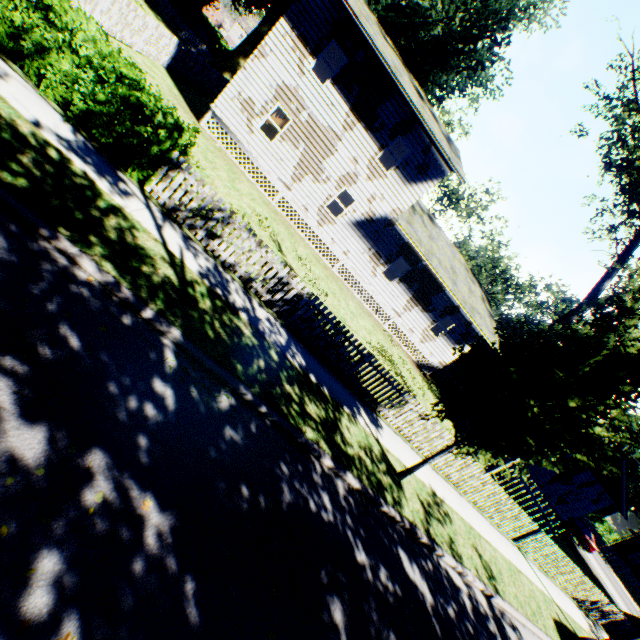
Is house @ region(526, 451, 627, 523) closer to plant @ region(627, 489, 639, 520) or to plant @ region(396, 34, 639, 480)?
plant @ region(396, 34, 639, 480)

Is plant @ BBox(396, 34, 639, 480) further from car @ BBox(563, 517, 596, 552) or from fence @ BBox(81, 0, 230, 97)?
car @ BBox(563, 517, 596, 552)

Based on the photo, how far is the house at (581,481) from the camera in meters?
Result: 22.4

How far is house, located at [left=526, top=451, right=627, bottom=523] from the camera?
22.4 meters

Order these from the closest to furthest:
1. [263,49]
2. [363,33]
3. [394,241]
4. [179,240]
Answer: [179,240] < [363,33] < [263,49] < [394,241]

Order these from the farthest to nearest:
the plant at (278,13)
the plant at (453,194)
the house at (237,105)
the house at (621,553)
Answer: the plant at (453,194) → the house at (621,553) → the plant at (278,13) → the house at (237,105)

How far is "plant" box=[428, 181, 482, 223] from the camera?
51.83m

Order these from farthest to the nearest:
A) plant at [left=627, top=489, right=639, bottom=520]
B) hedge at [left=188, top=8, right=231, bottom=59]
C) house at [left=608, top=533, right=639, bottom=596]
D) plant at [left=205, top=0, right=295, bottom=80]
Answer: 1. plant at [left=627, top=489, right=639, bottom=520]
2. house at [left=608, top=533, right=639, bottom=596]
3. hedge at [left=188, top=8, right=231, bottom=59]
4. plant at [left=205, top=0, right=295, bottom=80]
